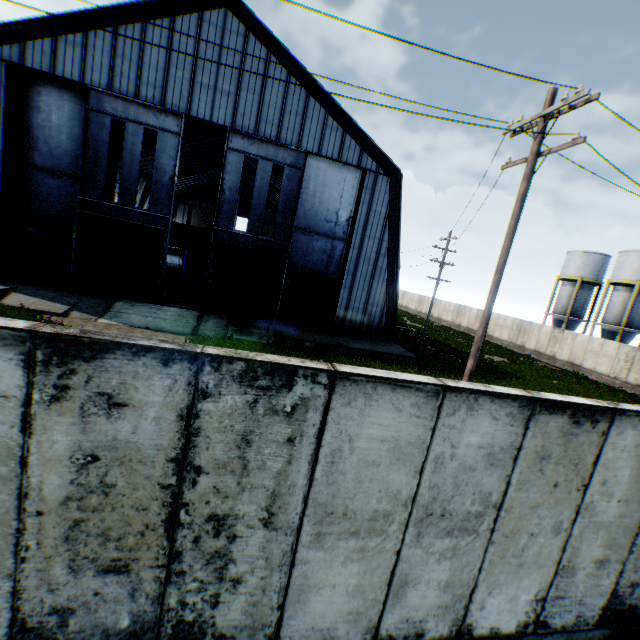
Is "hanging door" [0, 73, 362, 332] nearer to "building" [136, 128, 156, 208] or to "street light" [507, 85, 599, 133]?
"building" [136, 128, 156, 208]

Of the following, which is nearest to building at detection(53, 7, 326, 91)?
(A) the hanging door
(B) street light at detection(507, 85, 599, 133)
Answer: (A) the hanging door

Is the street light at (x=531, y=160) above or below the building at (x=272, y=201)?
below

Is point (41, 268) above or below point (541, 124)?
below

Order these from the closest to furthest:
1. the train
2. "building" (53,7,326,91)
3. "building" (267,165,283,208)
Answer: "building" (53,7,326,91) → the train → "building" (267,165,283,208)

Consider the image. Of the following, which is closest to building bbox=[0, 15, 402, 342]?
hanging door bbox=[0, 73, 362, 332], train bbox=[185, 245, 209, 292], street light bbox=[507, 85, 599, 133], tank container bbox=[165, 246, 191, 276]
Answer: hanging door bbox=[0, 73, 362, 332]

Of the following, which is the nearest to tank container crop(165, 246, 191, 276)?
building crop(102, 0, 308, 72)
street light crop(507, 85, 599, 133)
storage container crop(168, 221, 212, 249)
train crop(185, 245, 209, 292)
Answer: building crop(102, 0, 308, 72)

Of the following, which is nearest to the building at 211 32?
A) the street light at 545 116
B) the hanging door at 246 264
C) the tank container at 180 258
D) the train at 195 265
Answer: the hanging door at 246 264
